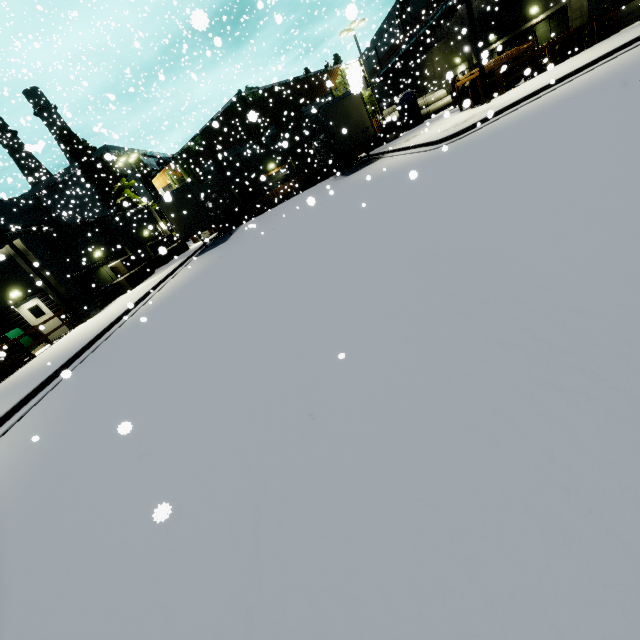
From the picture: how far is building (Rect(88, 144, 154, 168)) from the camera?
27.77m

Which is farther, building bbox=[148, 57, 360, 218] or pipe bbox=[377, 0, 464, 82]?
building bbox=[148, 57, 360, 218]

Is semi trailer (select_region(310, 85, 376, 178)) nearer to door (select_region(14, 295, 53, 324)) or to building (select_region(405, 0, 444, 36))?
building (select_region(405, 0, 444, 36))

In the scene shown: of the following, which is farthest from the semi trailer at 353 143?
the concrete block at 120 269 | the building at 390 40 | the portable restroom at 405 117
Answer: the portable restroom at 405 117

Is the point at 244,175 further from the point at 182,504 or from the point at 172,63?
the point at 182,504

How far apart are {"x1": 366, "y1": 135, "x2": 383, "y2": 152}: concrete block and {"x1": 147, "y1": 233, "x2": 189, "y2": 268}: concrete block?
18.73m

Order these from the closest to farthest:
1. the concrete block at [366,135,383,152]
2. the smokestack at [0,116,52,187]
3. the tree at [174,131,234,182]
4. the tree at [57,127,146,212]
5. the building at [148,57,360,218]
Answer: the concrete block at [366,135,383,152], the tree at [57,127,146,212], the building at [148,57,360,218], the tree at [174,131,234,182], the smokestack at [0,116,52,187]

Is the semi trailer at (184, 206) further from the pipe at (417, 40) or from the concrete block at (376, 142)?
the concrete block at (376, 142)
